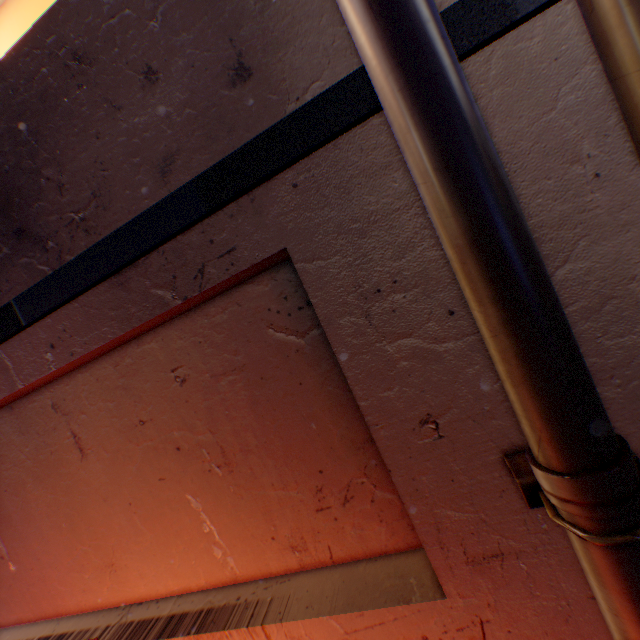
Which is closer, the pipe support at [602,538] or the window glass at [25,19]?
the pipe support at [602,538]

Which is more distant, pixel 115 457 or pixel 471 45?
pixel 115 457

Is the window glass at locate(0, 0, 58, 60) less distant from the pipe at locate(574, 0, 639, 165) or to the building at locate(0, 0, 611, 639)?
the building at locate(0, 0, 611, 639)

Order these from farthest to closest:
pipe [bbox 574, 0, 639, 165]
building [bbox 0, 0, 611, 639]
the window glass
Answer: the window glass → building [bbox 0, 0, 611, 639] → pipe [bbox 574, 0, 639, 165]

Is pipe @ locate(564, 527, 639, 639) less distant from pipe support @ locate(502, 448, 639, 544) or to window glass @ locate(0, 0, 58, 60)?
pipe support @ locate(502, 448, 639, 544)

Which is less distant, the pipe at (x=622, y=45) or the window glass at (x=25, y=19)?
the pipe at (x=622, y=45)

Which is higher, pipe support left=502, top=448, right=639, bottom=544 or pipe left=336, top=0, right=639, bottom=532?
pipe left=336, top=0, right=639, bottom=532

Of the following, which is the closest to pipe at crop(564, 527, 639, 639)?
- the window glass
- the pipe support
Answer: the pipe support
